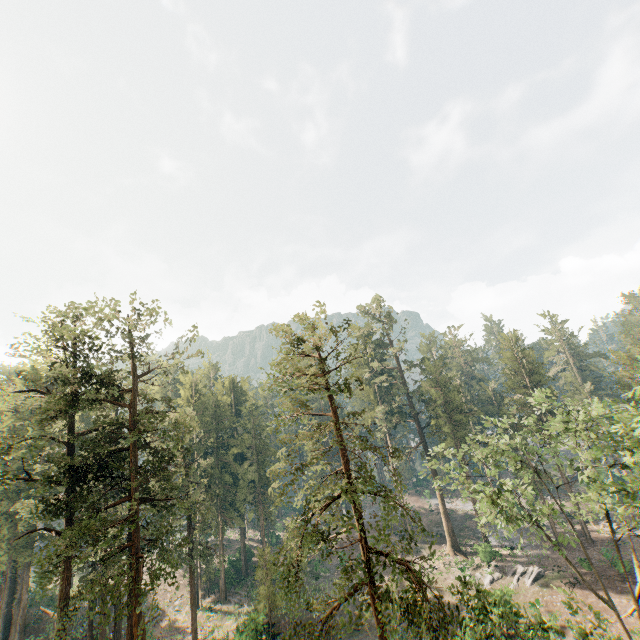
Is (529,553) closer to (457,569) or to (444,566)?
(457,569)

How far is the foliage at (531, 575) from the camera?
34.69m

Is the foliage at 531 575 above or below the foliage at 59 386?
below

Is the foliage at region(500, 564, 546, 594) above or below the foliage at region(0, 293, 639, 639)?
below

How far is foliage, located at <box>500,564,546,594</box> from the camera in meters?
34.7 m

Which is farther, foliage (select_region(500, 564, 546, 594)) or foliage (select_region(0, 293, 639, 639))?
foliage (select_region(500, 564, 546, 594))
